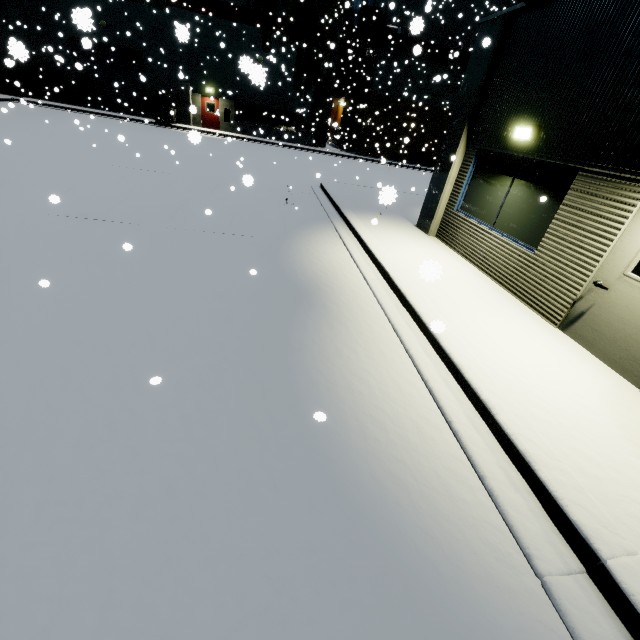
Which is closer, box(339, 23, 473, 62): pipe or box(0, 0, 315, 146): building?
box(0, 0, 315, 146): building

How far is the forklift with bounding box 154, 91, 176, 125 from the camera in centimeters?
2431cm

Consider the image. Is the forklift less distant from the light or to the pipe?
the pipe

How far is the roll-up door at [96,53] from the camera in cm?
2436

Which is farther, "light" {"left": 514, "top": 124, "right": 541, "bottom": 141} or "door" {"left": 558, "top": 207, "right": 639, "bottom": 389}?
"light" {"left": 514, "top": 124, "right": 541, "bottom": 141}

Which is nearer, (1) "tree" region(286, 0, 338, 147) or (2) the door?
(2) the door

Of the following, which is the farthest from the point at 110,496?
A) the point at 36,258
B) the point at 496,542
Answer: the point at 36,258

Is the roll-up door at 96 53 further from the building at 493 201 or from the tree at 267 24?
the tree at 267 24
